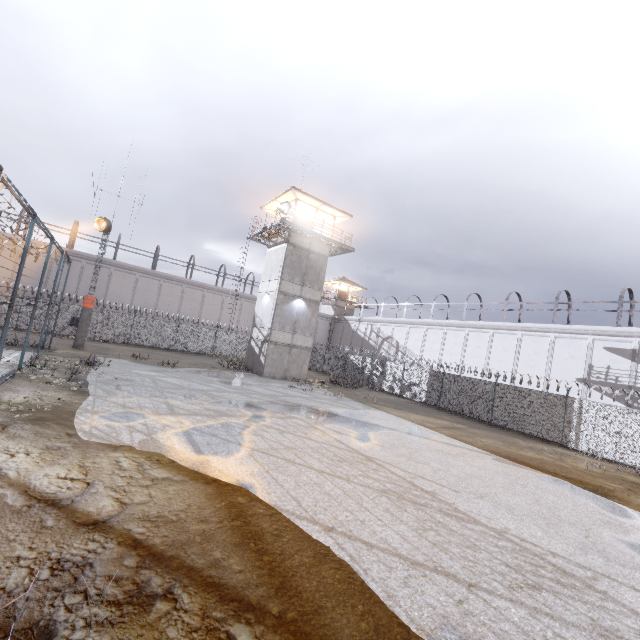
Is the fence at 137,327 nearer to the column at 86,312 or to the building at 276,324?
the column at 86,312

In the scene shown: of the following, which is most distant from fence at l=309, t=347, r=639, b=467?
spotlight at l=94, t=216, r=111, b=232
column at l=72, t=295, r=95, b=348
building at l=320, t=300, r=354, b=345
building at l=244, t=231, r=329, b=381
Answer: building at l=320, t=300, r=354, b=345

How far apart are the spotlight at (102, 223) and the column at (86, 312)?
4.55m

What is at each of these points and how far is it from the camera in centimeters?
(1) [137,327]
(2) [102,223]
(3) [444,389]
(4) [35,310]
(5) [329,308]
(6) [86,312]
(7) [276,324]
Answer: (1) fence, 3064cm
(2) spotlight, 2259cm
(3) fence, 2459cm
(4) fence, 1302cm
(5) building, 5247cm
(6) column, 2223cm
(7) building, 2516cm

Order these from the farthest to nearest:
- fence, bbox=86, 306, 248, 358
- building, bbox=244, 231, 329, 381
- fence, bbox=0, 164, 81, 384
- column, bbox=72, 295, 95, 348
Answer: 1. fence, bbox=86, 306, 248, 358
2. building, bbox=244, 231, 329, 381
3. column, bbox=72, 295, 95, 348
4. fence, bbox=0, 164, 81, 384

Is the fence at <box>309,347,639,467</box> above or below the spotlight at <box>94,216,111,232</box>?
below

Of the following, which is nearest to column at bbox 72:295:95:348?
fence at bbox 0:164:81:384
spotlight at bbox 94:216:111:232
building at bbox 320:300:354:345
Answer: fence at bbox 0:164:81:384

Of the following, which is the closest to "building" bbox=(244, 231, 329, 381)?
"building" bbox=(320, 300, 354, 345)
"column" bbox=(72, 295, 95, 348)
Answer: "column" bbox=(72, 295, 95, 348)
